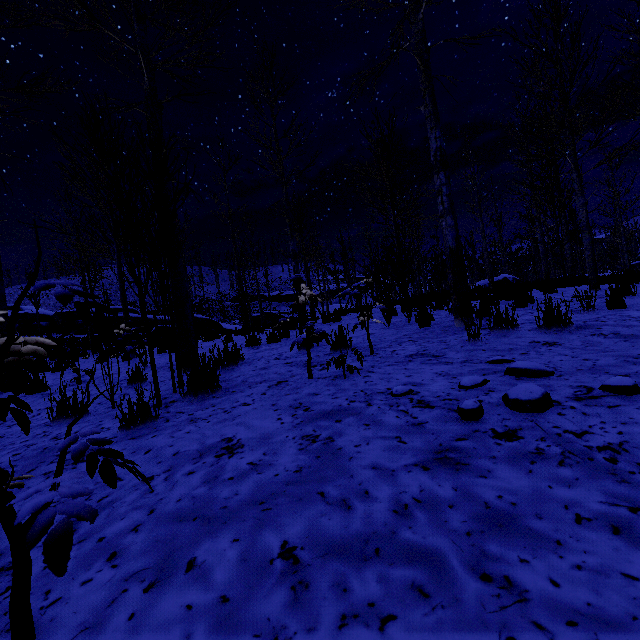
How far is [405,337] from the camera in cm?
476

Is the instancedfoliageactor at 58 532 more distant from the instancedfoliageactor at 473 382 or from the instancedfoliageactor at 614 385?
the instancedfoliageactor at 614 385

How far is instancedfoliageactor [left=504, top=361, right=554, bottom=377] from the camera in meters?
2.1

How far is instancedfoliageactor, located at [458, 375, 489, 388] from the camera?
2.1 meters

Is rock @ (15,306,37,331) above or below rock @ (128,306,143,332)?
above

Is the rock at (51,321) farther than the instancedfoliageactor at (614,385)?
Yes

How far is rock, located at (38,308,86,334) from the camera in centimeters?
2553cm

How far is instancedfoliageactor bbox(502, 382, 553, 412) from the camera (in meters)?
1.60
